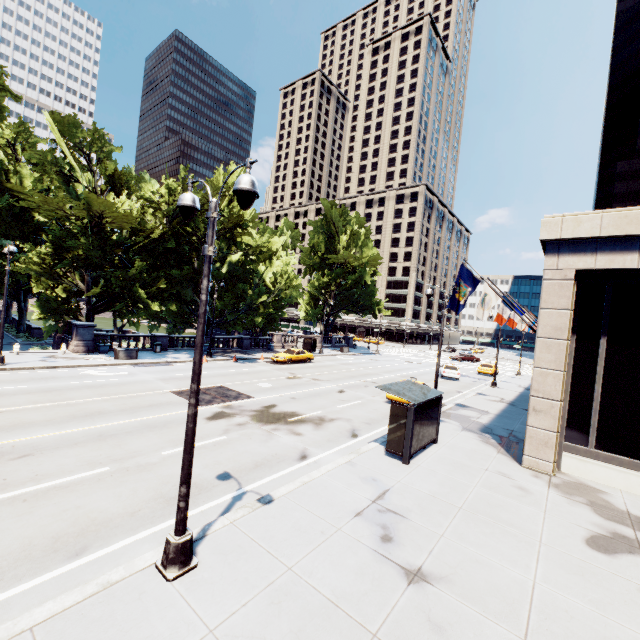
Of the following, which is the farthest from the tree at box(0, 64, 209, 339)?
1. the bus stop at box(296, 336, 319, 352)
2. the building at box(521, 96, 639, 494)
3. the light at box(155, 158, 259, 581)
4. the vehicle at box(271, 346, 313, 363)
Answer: the building at box(521, 96, 639, 494)

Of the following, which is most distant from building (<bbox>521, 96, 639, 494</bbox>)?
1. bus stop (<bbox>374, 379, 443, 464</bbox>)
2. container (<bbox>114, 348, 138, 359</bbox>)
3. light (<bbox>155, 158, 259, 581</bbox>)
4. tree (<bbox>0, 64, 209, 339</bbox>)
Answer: container (<bbox>114, 348, 138, 359</bbox>)

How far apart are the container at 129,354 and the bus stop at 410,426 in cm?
2157

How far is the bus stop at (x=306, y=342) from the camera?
41.1m

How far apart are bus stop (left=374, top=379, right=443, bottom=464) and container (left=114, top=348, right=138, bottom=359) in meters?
21.6 m

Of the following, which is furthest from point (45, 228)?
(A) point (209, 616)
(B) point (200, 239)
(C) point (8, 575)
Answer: (A) point (209, 616)

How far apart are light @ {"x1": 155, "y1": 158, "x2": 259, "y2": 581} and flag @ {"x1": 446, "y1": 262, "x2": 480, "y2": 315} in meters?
11.9

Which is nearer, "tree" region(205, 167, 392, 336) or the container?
the container
